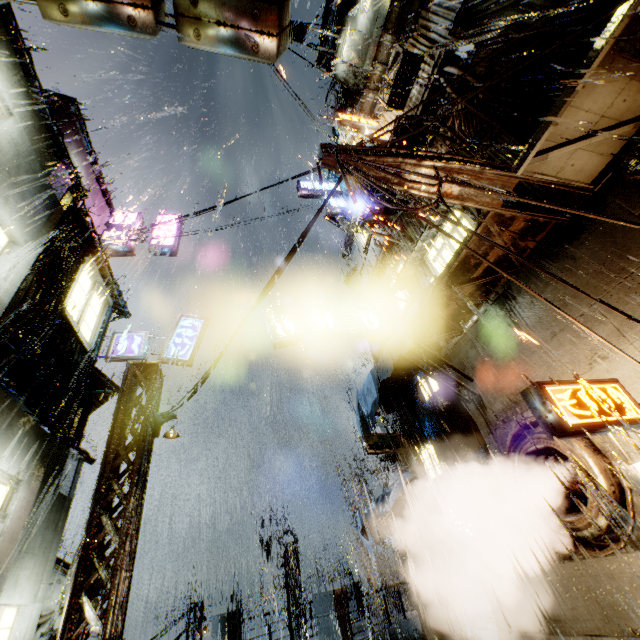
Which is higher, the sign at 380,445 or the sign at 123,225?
the sign at 123,225

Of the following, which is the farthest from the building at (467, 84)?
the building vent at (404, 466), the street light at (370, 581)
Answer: the street light at (370, 581)

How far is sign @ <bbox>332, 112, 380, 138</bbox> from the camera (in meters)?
12.86

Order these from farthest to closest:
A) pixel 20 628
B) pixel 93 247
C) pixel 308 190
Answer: pixel 308 190
pixel 93 247
pixel 20 628

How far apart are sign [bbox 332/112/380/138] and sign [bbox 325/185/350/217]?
5.75m

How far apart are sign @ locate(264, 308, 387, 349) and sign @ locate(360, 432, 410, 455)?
4.5 meters

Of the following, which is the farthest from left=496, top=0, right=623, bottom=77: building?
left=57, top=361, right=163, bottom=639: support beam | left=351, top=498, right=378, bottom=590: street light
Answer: left=351, top=498, right=378, bottom=590: street light

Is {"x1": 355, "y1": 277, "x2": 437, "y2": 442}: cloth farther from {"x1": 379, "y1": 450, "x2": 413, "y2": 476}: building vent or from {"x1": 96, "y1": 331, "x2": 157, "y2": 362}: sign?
{"x1": 96, "y1": 331, "x2": 157, "y2": 362}: sign
